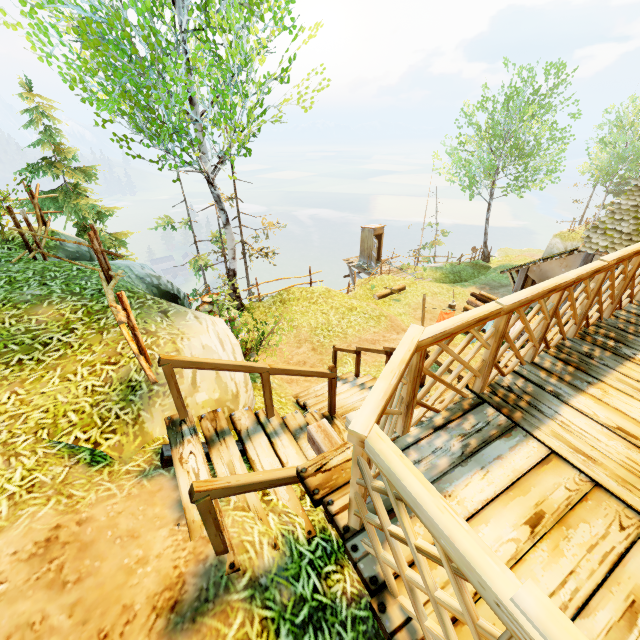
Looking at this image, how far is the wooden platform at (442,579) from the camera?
1.8m

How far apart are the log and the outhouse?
10.0 meters

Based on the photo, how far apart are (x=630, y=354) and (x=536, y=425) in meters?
1.8

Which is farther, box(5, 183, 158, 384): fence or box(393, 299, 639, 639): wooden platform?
box(5, 183, 158, 384): fence

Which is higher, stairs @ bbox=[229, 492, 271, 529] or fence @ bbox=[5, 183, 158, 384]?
fence @ bbox=[5, 183, 158, 384]

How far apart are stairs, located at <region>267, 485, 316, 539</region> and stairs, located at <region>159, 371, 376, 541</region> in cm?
9

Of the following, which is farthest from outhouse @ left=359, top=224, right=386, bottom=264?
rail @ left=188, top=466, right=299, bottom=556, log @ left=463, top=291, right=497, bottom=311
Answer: rail @ left=188, top=466, right=299, bottom=556

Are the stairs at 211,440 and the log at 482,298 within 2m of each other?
no
